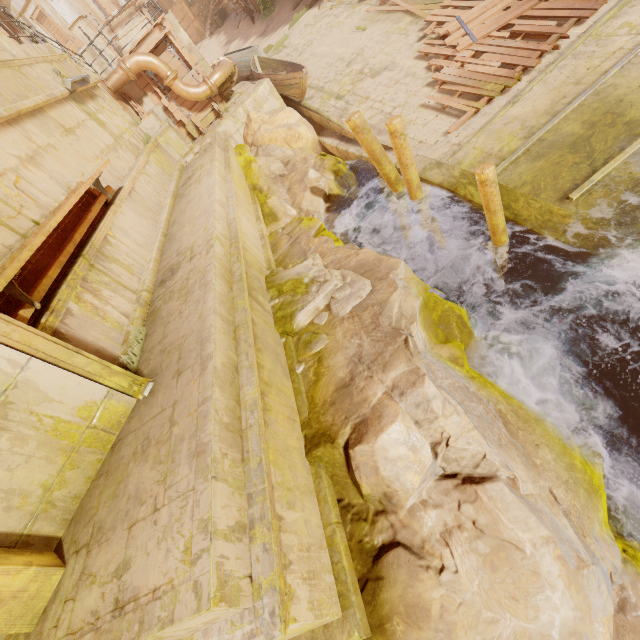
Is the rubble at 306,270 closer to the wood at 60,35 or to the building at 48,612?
the building at 48,612

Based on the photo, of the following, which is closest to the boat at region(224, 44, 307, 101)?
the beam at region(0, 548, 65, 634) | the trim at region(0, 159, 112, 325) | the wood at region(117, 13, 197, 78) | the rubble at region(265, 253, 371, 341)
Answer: the wood at region(117, 13, 197, 78)

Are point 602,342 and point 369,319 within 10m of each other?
yes

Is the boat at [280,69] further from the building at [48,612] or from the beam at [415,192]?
the beam at [415,192]

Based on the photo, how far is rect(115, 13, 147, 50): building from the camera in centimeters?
2552cm

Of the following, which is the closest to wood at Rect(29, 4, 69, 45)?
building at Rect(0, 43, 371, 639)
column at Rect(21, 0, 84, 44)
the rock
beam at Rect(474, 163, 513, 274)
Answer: column at Rect(21, 0, 84, 44)

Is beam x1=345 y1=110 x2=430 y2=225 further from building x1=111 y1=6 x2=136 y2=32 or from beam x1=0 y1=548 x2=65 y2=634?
building x1=111 y1=6 x2=136 y2=32
